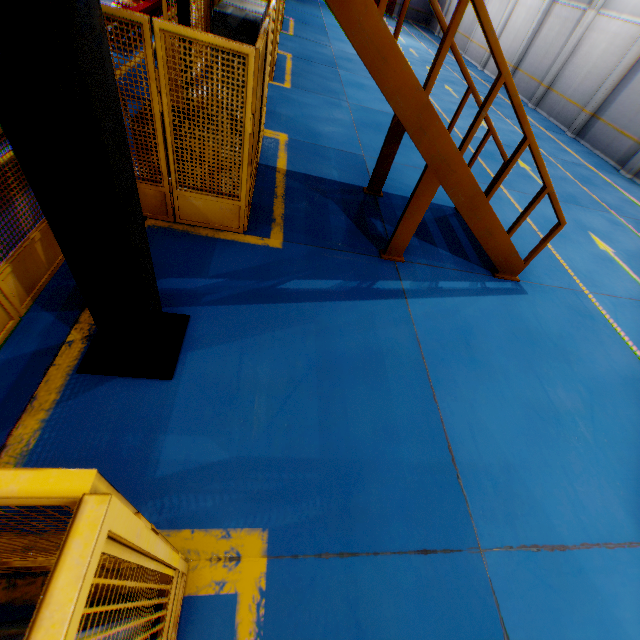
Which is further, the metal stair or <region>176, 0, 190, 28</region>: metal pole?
<region>176, 0, 190, 28</region>: metal pole

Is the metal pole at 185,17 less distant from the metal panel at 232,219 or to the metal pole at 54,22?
the metal panel at 232,219

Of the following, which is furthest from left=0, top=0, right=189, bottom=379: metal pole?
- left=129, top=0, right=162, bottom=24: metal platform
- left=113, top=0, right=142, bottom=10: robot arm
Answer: left=113, top=0, right=142, bottom=10: robot arm

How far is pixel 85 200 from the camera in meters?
1.9

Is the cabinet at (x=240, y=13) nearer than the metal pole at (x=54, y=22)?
No

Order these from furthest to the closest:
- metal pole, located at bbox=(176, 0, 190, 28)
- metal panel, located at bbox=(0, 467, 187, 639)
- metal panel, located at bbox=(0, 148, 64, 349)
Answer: metal pole, located at bbox=(176, 0, 190, 28)
metal panel, located at bbox=(0, 148, 64, 349)
metal panel, located at bbox=(0, 467, 187, 639)

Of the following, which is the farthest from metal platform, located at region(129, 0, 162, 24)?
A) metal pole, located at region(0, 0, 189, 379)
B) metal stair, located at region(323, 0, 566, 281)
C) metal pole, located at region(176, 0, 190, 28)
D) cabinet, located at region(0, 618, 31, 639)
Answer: cabinet, located at region(0, 618, 31, 639)

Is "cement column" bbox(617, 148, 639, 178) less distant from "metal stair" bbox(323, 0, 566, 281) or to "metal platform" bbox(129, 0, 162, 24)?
"metal stair" bbox(323, 0, 566, 281)
